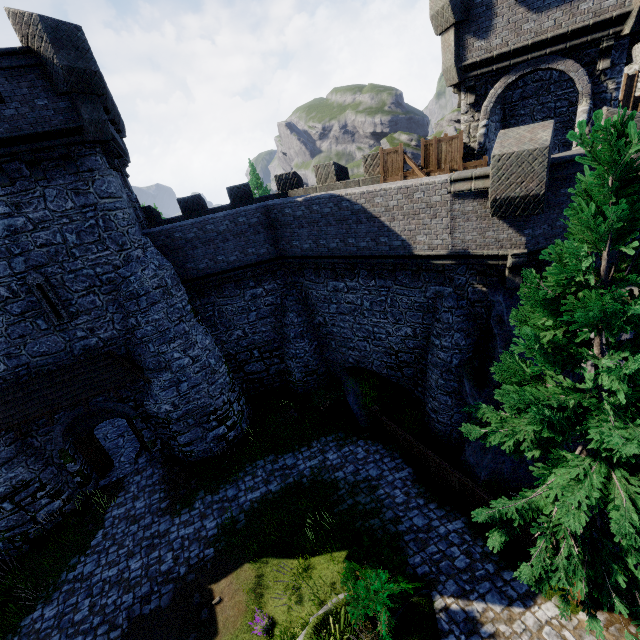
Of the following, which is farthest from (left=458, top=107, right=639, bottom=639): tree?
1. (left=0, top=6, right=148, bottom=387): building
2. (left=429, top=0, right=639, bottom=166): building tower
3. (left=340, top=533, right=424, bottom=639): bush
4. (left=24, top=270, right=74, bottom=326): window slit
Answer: (left=24, top=270, right=74, bottom=326): window slit

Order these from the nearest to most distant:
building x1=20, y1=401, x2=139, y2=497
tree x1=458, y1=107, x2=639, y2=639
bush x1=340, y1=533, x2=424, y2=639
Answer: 1. tree x1=458, y1=107, x2=639, y2=639
2. bush x1=340, y1=533, x2=424, y2=639
3. building x1=20, y1=401, x2=139, y2=497

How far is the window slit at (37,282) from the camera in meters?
11.8 m

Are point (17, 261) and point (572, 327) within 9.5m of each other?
no

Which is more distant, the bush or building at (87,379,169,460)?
building at (87,379,169,460)

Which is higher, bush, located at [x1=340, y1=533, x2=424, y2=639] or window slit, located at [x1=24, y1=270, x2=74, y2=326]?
window slit, located at [x1=24, y1=270, x2=74, y2=326]

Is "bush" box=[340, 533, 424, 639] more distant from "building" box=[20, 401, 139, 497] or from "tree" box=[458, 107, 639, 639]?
"building" box=[20, 401, 139, 497]

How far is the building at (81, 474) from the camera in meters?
13.6
